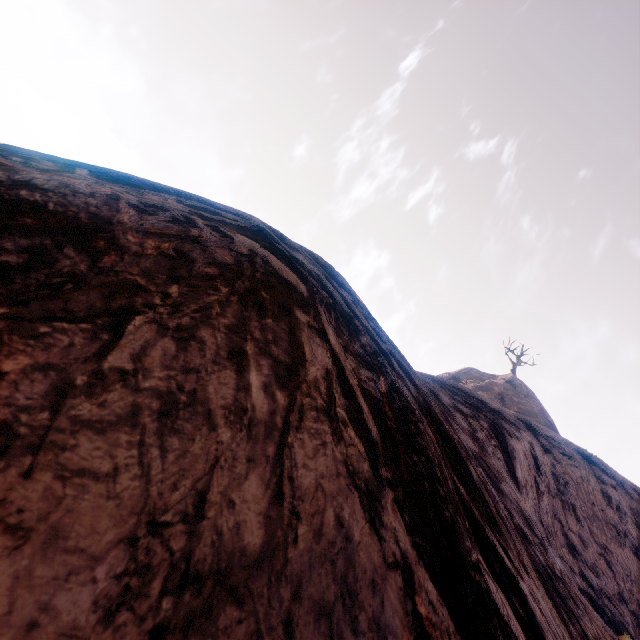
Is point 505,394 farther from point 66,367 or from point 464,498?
point 66,367
